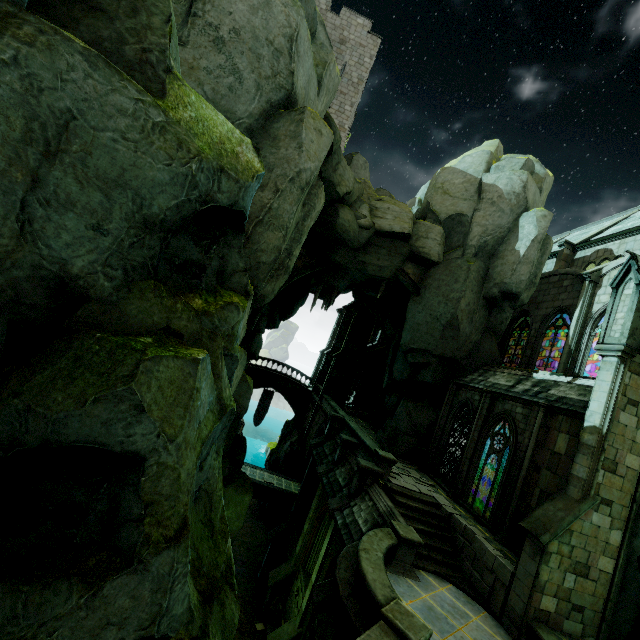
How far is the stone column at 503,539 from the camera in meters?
12.5 m

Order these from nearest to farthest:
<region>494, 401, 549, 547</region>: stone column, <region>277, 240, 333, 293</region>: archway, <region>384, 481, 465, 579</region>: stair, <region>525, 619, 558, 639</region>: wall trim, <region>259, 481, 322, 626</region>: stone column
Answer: <region>525, 619, 558, 639</region>: wall trim, <region>384, 481, 465, 579</region>: stair, <region>494, 401, 549, 547</region>: stone column, <region>259, 481, 322, 626</region>: stone column, <region>277, 240, 333, 293</region>: archway

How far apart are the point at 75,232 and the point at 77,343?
1.39m

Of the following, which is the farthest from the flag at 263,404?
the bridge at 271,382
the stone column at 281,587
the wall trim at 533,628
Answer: the wall trim at 533,628

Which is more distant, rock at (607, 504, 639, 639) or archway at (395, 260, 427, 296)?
archway at (395, 260, 427, 296)

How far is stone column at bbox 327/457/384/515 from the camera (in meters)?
14.95

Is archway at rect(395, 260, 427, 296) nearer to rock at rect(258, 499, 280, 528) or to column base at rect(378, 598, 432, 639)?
column base at rect(378, 598, 432, 639)

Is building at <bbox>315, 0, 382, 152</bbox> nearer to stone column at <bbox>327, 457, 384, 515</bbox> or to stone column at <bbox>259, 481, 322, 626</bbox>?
stone column at <bbox>259, 481, 322, 626</bbox>
